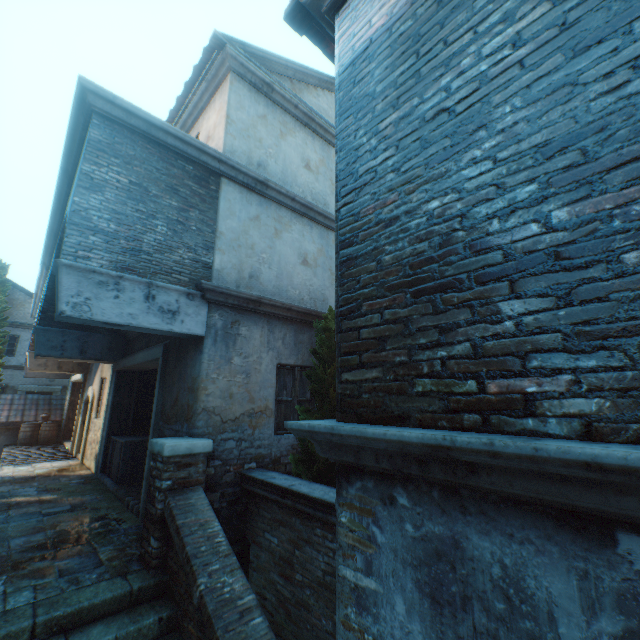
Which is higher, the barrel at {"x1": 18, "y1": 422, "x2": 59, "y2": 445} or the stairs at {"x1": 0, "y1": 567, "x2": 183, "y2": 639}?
the barrel at {"x1": 18, "y1": 422, "x2": 59, "y2": 445}

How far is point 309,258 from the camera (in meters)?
7.27

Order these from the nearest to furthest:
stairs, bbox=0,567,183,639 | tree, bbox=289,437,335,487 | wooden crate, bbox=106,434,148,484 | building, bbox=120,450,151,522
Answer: stairs, bbox=0,567,183,639, tree, bbox=289,437,335,487, building, bbox=120,450,151,522, wooden crate, bbox=106,434,148,484

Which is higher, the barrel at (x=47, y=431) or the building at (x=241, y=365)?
the building at (x=241, y=365)

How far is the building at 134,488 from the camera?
5.7m

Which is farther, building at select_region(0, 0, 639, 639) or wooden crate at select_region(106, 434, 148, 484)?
wooden crate at select_region(106, 434, 148, 484)

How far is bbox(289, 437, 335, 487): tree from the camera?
4.9 meters

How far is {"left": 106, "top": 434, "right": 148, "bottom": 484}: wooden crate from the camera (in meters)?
7.80
